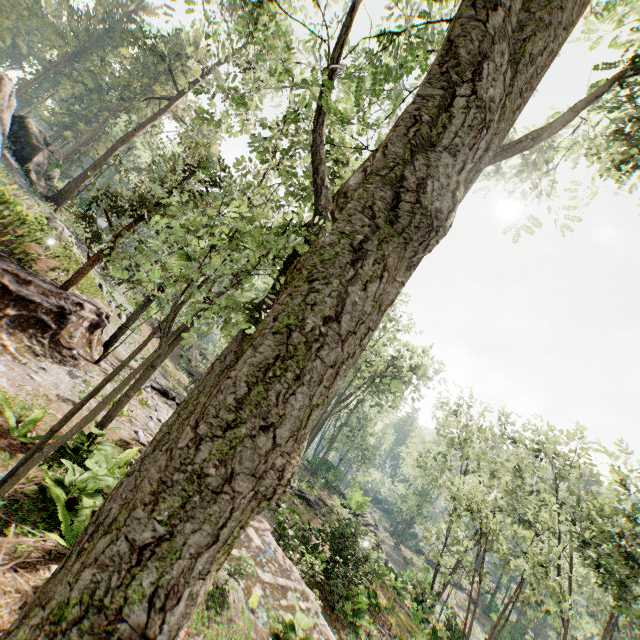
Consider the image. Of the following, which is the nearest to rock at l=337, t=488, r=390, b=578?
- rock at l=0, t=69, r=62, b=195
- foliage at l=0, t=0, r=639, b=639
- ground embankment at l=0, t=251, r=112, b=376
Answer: foliage at l=0, t=0, r=639, b=639

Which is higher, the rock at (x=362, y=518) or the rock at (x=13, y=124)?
the rock at (x=13, y=124)

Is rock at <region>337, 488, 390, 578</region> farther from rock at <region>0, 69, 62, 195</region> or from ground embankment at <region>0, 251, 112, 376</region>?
rock at <region>0, 69, 62, 195</region>

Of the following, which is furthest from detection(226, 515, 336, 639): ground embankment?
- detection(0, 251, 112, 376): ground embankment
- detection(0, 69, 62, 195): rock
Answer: detection(0, 69, 62, 195): rock

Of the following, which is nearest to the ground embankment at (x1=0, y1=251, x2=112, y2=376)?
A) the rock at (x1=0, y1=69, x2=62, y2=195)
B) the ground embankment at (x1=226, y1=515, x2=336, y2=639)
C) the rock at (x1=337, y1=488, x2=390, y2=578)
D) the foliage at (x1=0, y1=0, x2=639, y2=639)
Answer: the foliage at (x1=0, y1=0, x2=639, y2=639)

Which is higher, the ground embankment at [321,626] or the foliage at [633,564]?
the foliage at [633,564]

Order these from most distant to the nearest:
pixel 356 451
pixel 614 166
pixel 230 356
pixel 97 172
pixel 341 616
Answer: pixel 356 451, pixel 97 172, pixel 341 616, pixel 614 166, pixel 230 356
